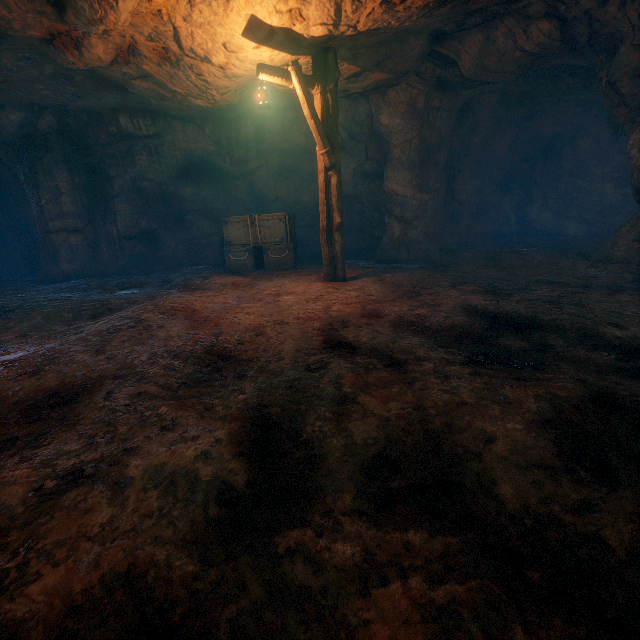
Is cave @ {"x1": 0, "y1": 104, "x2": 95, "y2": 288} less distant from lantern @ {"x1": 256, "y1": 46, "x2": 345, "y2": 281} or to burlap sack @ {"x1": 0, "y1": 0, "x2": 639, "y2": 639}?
burlap sack @ {"x1": 0, "y1": 0, "x2": 639, "y2": 639}

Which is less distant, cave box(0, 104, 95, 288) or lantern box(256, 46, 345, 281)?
lantern box(256, 46, 345, 281)

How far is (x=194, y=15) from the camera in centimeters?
541cm

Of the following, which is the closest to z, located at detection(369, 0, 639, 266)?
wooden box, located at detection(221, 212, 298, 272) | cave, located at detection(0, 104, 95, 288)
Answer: wooden box, located at detection(221, 212, 298, 272)

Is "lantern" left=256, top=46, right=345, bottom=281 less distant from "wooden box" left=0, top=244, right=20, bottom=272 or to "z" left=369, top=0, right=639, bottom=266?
"z" left=369, top=0, right=639, bottom=266

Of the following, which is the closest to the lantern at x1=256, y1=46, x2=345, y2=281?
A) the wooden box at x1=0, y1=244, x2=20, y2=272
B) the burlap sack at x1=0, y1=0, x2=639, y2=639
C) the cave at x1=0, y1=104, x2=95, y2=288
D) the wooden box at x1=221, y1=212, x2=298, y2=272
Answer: the burlap sack at x1=0, y1=0, x2=639, y2=639

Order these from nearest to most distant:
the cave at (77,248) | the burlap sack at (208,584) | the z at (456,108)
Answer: the burlap sack at (208,584)
the z at (456,108)
the cave at (77,248)

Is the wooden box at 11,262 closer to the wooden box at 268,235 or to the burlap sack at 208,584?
the burlap sack at 208,584
